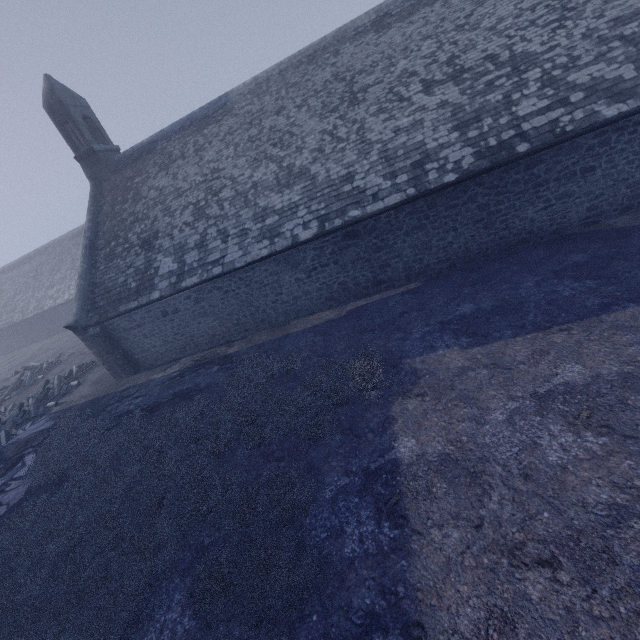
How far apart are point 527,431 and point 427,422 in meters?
1.6 m
